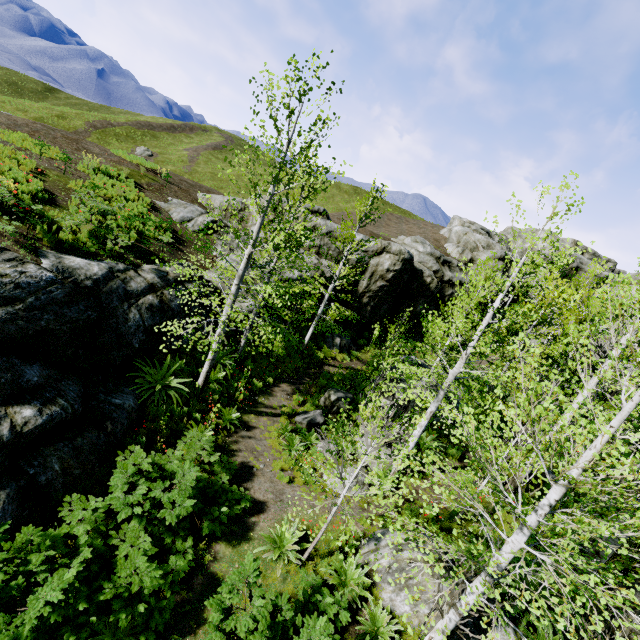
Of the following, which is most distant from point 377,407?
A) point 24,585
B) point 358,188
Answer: point 358,188

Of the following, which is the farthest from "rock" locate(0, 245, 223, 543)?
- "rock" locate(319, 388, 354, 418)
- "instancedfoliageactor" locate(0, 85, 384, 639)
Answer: "rock" locate(319, 388, 354, 418)

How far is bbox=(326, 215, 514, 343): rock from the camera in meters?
23.2 m

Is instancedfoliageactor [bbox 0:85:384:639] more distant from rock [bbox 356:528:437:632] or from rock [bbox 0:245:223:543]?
rock [bbox 356:528:437:632]

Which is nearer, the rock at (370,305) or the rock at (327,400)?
the rock at (327,400)

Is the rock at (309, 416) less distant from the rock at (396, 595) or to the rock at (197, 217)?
the rock at (197, 217)

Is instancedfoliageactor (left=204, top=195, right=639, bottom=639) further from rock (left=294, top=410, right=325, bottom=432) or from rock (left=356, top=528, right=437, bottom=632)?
rock (left=356, top=528, right=437, bottom=632)
